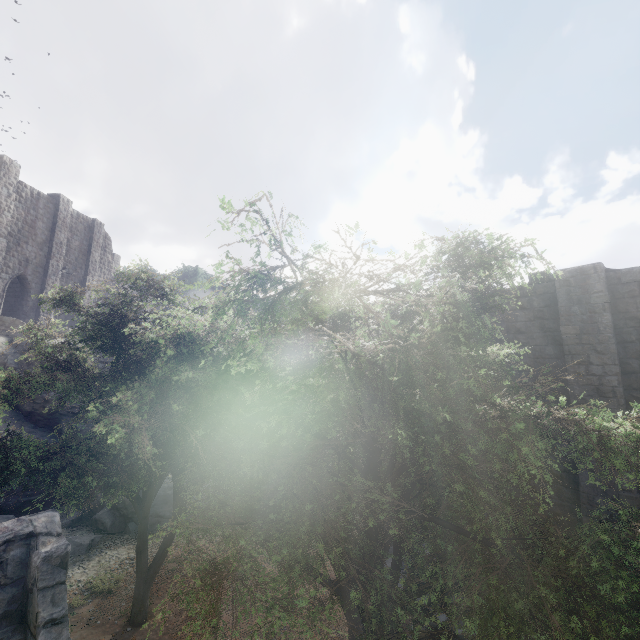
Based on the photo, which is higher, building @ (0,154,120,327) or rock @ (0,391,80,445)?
building @ (0,154,120,327)

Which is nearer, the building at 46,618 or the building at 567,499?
the building at 46,618

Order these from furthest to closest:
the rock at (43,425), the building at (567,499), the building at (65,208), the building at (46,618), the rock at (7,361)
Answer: the building at (65,208) < the rock at (7,361) < the rock at (43,425) < the building at (567,499) < the building at (46,618)

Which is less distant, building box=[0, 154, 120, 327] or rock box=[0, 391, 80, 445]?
rock box=[0, 391, 80, 445]

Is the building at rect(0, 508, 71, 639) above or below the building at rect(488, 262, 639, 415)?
below

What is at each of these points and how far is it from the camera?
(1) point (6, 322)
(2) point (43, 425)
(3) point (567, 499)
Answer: (1) rock, 19.9m
(2) rock, 17.7m
(3) building, 10.6m

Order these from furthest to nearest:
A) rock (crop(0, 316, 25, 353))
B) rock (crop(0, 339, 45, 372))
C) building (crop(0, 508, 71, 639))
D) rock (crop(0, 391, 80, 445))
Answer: rock (crop(0, 316, 25, 353))
rock (crop(0, 339, 45, 372))
rock (crop(0, 391, 80, 445))
building (crop(0, 508, 71, 639))
